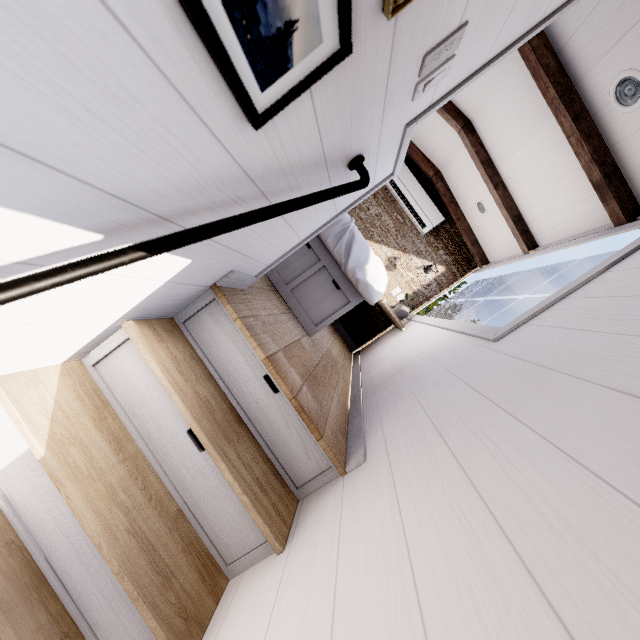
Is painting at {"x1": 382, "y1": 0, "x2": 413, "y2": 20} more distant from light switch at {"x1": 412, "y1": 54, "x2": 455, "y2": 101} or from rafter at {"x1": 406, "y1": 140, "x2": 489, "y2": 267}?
rafter at {"x1": 406, "y1": 140, "x2": 489, "y2": 267}

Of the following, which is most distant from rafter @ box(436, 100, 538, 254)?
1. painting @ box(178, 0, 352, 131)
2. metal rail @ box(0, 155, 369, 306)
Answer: painting @ box(178, 0, 352, 131)

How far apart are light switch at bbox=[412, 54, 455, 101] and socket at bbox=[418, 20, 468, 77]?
0.0 meters

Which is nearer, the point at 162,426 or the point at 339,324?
the point at 162,426

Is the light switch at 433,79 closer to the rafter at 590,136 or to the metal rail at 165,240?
the metal rail at 165,240

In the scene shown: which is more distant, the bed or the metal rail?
the bed

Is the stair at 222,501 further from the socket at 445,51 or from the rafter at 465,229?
the rafter at 465,229

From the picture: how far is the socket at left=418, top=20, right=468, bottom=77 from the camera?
0.8 meters
